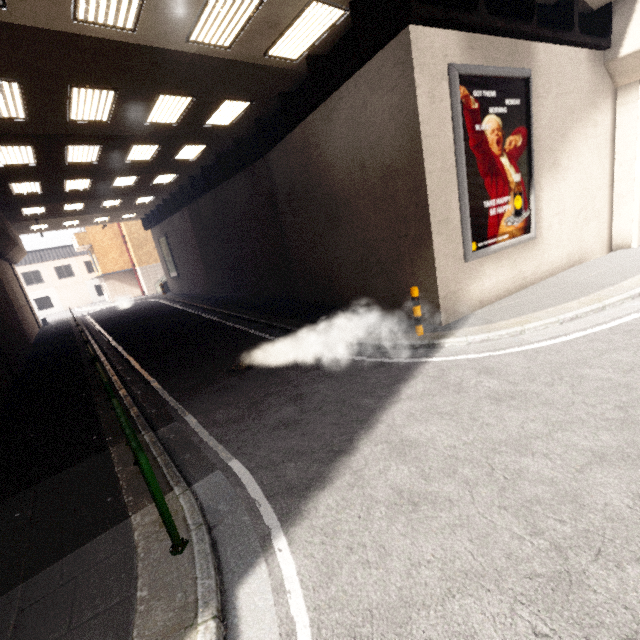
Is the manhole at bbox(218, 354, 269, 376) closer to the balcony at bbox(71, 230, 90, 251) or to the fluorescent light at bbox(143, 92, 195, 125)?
the fluorescent light at bbox(143, 92, 195, 125)

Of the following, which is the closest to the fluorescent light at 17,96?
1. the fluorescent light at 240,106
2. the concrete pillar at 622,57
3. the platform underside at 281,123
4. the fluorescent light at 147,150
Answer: the fluorescent light at 147,150

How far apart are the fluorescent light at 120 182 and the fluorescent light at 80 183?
1.0m

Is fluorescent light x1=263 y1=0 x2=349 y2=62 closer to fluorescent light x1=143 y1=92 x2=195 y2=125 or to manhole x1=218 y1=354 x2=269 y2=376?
fluorescent light x1=143 y1=92 x2=195 y2=125

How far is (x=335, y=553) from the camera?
2.9 meters

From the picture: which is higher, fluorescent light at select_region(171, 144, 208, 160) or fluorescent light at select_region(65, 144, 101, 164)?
fluorescent light at select_region(171, 144, 208, 160)

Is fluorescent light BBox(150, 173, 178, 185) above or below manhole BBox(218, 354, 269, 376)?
above

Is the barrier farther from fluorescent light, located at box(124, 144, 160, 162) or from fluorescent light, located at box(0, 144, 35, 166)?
fluorescent light, located at box(124, 144, 160, 162)
